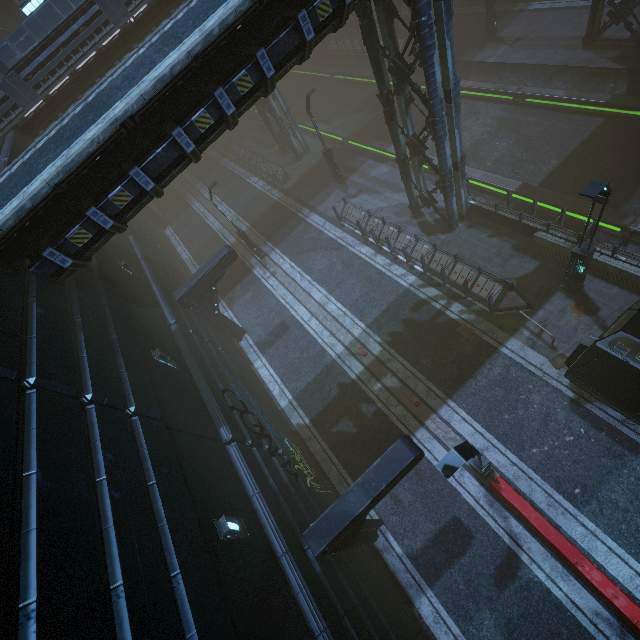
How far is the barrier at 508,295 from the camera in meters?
12.0

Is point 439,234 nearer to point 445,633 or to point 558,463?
point 558,463

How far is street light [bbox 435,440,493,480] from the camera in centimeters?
669cm

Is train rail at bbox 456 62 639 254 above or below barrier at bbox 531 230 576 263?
below

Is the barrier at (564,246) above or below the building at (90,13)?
below

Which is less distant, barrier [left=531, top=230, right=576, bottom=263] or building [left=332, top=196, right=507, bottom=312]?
barrier [left=531, top=230, right=576, bottom=263]

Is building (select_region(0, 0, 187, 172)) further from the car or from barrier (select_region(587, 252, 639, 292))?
the car

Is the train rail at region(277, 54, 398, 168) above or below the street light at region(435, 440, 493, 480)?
below
